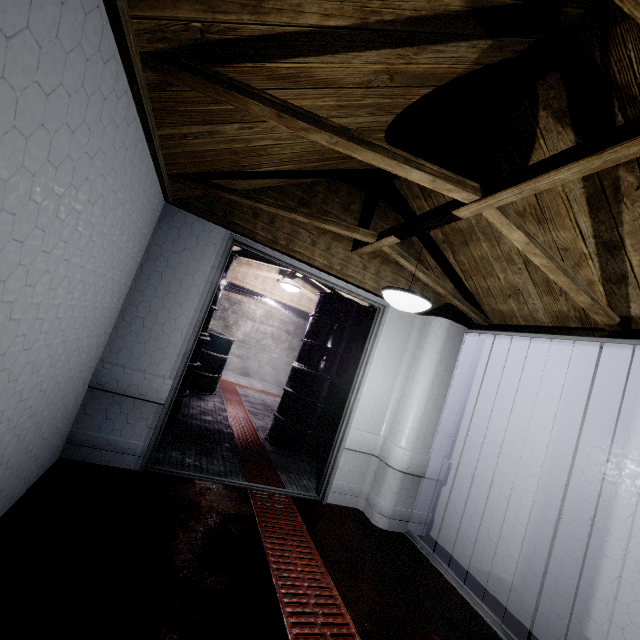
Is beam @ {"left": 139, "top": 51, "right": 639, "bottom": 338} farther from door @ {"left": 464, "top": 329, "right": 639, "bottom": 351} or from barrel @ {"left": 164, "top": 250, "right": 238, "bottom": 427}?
barrel @ {"left": 164, "top": 250, "right": 238, "bottom": 427}

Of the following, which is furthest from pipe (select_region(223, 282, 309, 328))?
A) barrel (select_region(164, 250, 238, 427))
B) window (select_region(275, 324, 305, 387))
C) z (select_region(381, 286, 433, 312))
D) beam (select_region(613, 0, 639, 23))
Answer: z (select_region(381, 286, 433, 312))

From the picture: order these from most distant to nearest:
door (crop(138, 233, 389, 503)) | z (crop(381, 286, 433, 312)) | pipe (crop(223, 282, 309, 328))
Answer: pipe (crop(223, 282, 309, 328)) → door (crop(138, 233, 389, 503)) → z (crop(381, 286, 433, 312))

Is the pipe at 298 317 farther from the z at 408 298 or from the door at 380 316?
the z at 408 298

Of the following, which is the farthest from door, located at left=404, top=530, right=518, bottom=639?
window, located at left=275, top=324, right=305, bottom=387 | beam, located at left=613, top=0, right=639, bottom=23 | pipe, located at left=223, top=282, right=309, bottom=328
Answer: window, located at left=275, top=324, right=305, bottom=387

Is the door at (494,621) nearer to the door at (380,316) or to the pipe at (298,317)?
the door at (380,316)

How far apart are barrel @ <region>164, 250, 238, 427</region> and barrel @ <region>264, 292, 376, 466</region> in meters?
1.3 m

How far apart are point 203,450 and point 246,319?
6.1m
